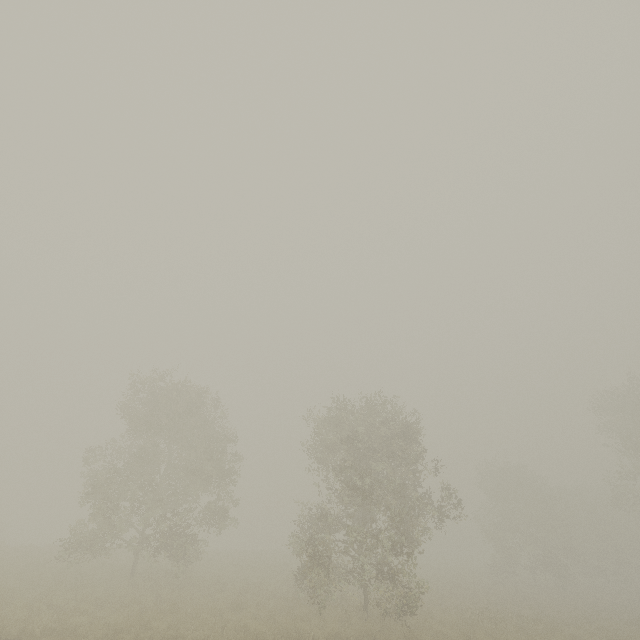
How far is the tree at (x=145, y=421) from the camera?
18.06m

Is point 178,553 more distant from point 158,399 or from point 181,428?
point 158,399

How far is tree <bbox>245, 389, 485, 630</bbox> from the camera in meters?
14.8 m

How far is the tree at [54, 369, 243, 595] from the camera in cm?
1806

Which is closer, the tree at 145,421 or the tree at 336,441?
the tree at 336,441

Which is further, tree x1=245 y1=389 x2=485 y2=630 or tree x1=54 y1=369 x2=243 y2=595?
tree x1=54 y1=369 x2=243 y2=595
